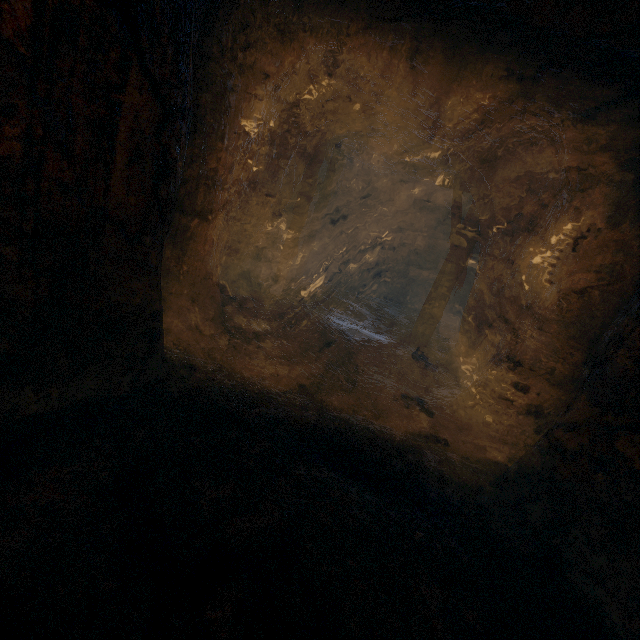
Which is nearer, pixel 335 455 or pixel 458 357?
pixel 335 455
